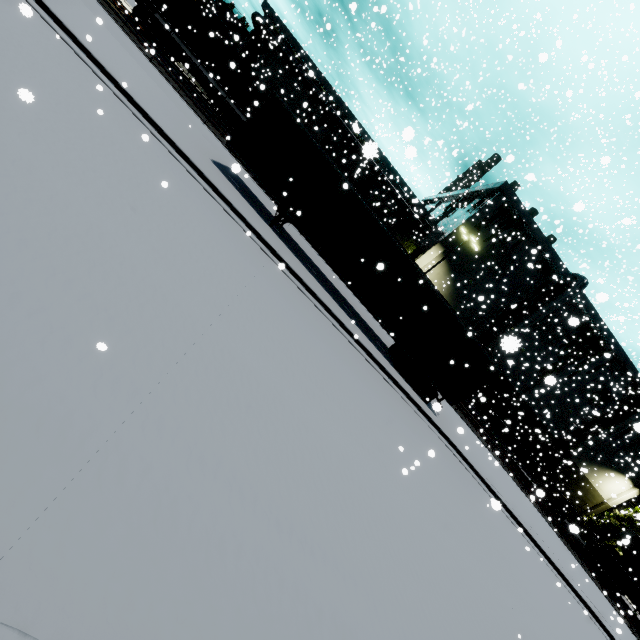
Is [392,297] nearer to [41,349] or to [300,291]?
[300,291]

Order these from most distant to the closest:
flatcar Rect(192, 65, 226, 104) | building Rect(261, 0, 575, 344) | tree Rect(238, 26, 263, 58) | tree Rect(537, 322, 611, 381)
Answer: tree Rect(238, 26, 263, 58) → tree Rect(537, 322, 611, 381) → building Rect(261, 0, 575, 344) → flatcar Rect(192, 65, 226, 104)

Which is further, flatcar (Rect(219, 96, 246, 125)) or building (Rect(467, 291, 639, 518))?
building (Rect(467, 291, 639, 518))

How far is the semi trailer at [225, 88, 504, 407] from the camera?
12.72m

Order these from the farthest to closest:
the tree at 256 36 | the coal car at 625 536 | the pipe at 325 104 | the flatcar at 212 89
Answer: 1. the tree at 256 36
2. the pipe at 325 104
3. the coal car at 625 536
4. the flatcar at 212 89

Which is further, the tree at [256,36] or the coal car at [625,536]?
the tree at [256,36]

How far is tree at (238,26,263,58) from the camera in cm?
3566

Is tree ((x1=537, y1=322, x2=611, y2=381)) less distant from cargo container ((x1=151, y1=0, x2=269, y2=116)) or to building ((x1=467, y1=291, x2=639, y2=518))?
building ((x1=467, y1=291, x2=639, y2=518))
